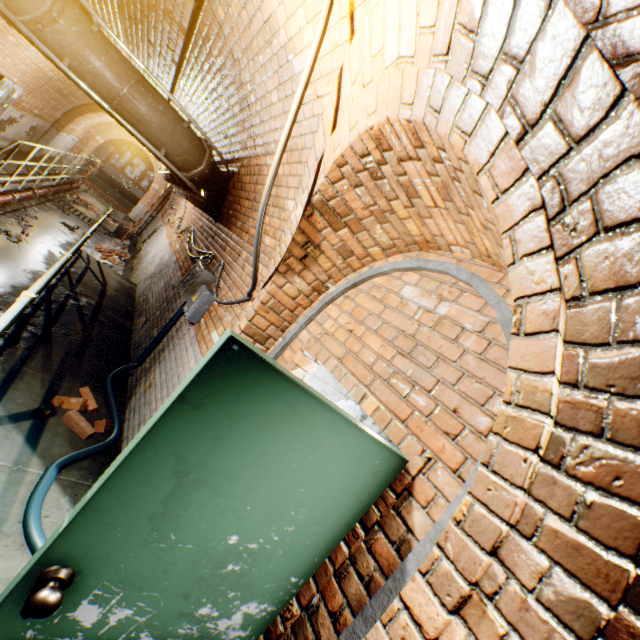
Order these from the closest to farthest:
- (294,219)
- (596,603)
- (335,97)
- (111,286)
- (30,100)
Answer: (596,603), (335,97), (294,219), (111,286), (30,100)

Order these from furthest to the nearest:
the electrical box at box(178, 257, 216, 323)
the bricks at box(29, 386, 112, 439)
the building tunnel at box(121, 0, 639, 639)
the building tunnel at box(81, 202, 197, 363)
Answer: the building tunnel at box(81, 202, 197, 363) < the electrical box at box(178, 257, 216, 323) < the bricks at box(29, 386, 112, 439) < the building tunnel at box(121, 0, 639, 639)

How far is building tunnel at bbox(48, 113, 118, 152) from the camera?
14.09m

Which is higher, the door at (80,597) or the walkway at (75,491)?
the door at (80,597)

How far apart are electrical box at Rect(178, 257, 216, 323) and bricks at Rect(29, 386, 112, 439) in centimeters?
127cm

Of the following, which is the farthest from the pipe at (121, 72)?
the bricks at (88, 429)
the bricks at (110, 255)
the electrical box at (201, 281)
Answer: the bricks at (110, 255)

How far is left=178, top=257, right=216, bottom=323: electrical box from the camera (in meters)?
3.73
